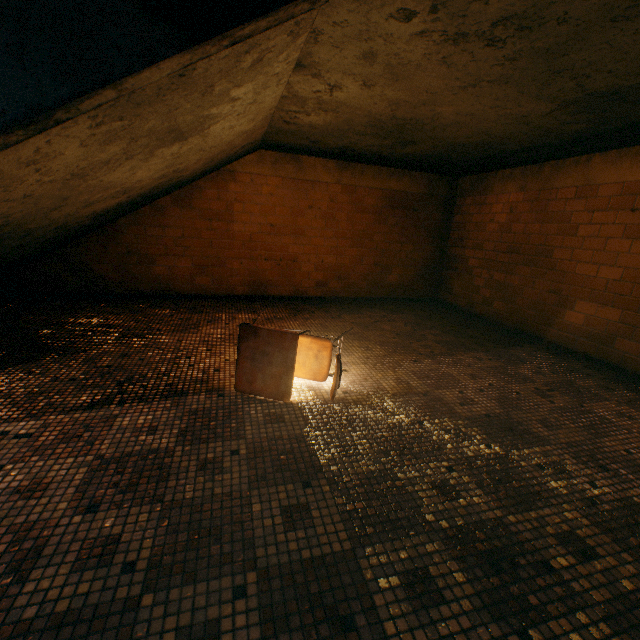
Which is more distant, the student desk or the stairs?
the student desk

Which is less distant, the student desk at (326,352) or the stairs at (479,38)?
A: the stairs at (479,38)

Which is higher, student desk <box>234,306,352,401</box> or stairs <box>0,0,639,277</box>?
stairs <box>0,0,639,277</box>

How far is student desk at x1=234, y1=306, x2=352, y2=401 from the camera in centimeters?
232cm

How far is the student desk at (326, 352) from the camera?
2.32m

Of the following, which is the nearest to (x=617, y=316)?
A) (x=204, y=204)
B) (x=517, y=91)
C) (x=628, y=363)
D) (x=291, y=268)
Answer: (x=628, y=363)
